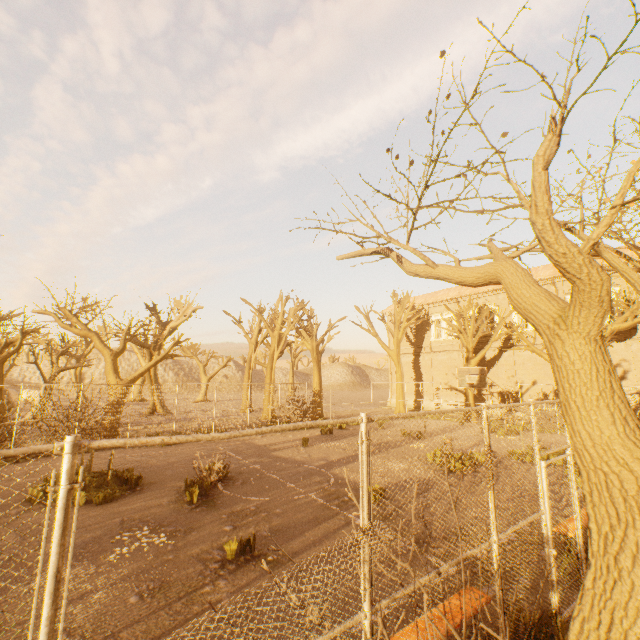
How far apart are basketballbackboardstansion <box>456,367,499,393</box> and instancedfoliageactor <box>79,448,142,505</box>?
16.5 meters

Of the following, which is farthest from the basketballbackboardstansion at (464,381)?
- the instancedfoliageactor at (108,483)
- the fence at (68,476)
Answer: the instancedfoliageactor at (108,483)

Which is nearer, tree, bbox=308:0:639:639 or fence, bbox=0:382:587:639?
fence, bbox=0:382:587:639

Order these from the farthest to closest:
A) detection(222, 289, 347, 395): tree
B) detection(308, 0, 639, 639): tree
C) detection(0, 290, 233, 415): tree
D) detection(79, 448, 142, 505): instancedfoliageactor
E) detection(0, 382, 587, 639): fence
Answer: detection(222, 289, 347, 395): tree
detection(0, 290, 233, 415): tree
detection(79, 448, 142, 505): instancedfoliageactor
detection(308, 0, 639, 639): tree
detection(0, 382, 587, 639): fence

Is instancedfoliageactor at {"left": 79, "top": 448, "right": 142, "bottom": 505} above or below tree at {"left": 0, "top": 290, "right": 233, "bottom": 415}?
below

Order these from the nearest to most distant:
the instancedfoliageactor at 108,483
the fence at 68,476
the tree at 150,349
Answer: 1. the fence at 68,476
2. the instancedfoliageactor at 108,483
3. the tree at 150,349

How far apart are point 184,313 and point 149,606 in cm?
2531
